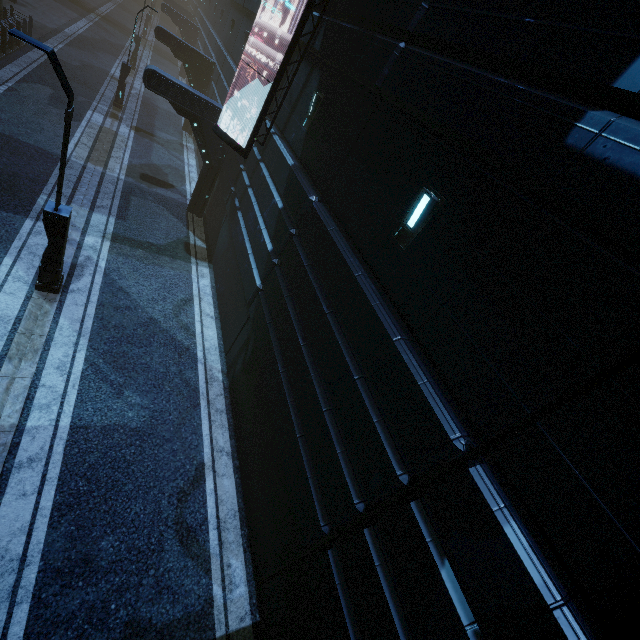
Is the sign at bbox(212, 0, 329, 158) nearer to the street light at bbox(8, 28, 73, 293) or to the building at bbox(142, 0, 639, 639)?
the building at bbox(142, 0, 639, 639)

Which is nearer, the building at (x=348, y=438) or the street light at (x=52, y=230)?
the building at (x=348, y=438)

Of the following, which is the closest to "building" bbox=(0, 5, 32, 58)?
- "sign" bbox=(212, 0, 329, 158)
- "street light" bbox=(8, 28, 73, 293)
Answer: "sign" bbox=(212, 0, 329, 158)

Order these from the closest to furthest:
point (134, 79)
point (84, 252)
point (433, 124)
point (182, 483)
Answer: point (433, 124) → point (182, 483) → point (84, 252) → point (134, 79)

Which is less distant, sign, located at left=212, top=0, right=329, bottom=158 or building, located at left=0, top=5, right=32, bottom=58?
sign, located at left=212, top=0, right=329, bottom=158

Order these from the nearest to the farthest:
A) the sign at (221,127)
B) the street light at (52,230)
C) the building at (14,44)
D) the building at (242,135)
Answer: the street light at (52,230)
the sign at (221,127)
the building at (242,135)
the building at (14,44)

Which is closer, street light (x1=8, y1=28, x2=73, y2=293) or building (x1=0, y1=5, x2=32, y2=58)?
street light (x1=8, y1=28, x2=73, y2=293)
